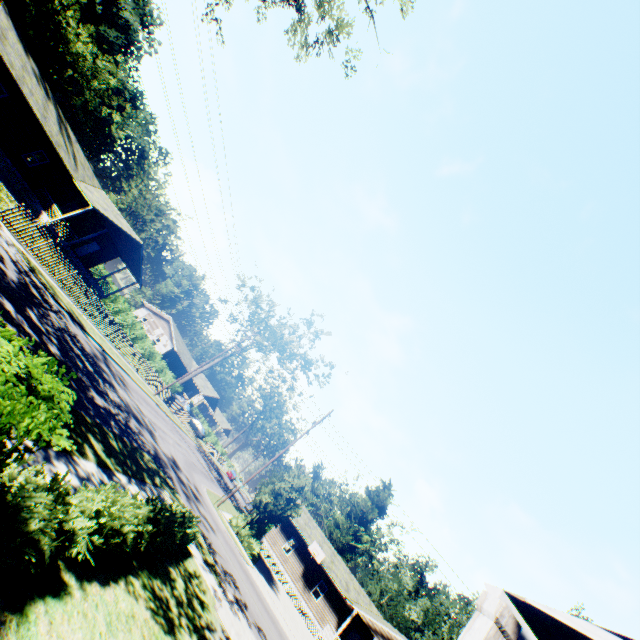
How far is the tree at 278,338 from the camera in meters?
39.1 m

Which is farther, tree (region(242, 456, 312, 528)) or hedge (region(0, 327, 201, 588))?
tree (region(242, 456, 312, 528))

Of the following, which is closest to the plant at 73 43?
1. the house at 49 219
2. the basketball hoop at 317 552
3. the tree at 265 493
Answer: the basketball hoop at 317 552

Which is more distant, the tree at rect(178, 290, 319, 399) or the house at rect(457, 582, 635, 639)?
the tree at rect(178, 290, 319, 399)

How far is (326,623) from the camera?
32.00m

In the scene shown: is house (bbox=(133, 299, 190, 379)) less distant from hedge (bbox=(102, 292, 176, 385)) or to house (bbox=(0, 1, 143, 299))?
hedge (bbox=(102, 292, 176, 385))

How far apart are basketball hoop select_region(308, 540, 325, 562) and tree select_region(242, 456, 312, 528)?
11.71m

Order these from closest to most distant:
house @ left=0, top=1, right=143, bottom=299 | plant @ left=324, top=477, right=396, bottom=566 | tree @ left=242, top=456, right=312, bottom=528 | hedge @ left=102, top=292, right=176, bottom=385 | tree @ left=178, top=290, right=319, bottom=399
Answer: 1. house @ left=0, top=1, right=143, bottom=299
2. tree @ left=242, top=456, right=312, bottom=528
3. hedge @ left=102, top=292, right=176, bottom=385
4. tree @ left=178, top=290, right=319, bottom=399
5. plant @ left=324, top=477, right=396, bottom=566
